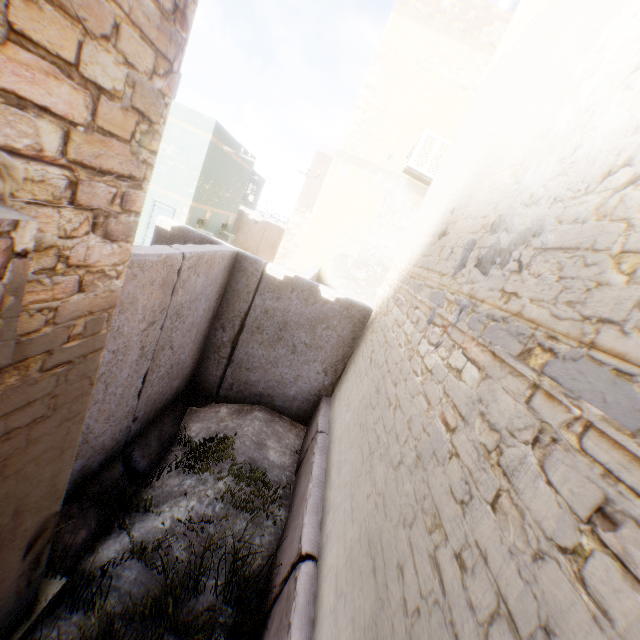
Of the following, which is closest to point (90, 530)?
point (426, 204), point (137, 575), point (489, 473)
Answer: point (137, 575)
